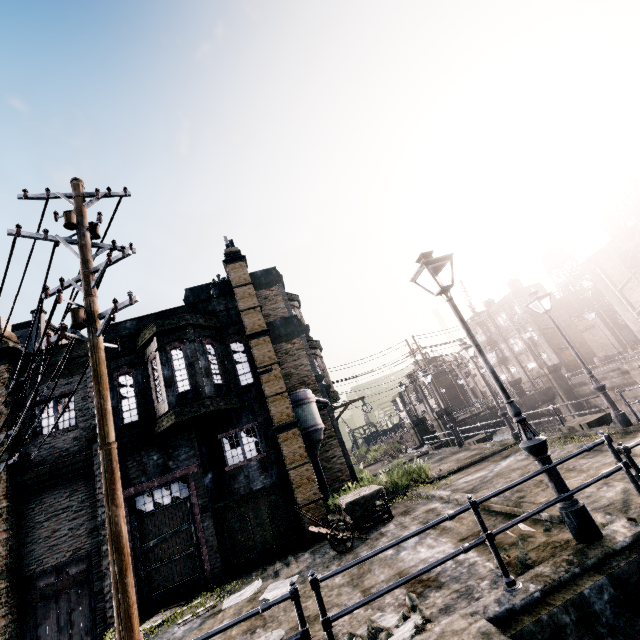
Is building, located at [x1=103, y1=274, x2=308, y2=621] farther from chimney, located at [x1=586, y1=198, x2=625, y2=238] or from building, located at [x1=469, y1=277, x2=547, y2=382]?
chimney, located at [x1=586, y1=198, x2=625, y2=238]

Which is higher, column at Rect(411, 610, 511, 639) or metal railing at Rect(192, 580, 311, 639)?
metal railing at Rect(192, 580, 311, 639)

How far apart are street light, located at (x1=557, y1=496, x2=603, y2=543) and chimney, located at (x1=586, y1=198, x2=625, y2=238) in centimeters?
3997cm

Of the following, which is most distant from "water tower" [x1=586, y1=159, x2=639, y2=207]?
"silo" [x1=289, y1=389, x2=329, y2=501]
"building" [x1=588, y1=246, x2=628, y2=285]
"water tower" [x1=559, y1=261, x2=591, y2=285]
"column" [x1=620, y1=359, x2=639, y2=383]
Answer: "silo" [x1=289, y1=389, x2=329, y2=501]

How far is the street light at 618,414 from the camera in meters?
11.6 m

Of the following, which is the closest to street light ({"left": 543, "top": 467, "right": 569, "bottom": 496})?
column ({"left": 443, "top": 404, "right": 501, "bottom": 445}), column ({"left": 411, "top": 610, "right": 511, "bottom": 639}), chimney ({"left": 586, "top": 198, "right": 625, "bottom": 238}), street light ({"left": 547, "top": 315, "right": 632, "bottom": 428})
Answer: column ({"left": 411, "top": 610, "right": 511, "bottom": 639})

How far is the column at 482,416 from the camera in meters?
21.4

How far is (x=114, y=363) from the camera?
14.8 meters
